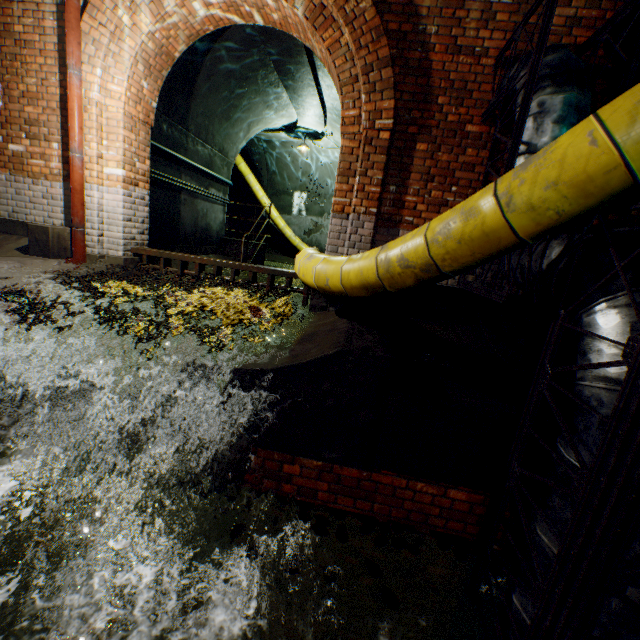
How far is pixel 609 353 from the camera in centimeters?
158cm

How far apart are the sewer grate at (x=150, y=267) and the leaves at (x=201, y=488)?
2.7m

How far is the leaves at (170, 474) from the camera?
2.8 meters

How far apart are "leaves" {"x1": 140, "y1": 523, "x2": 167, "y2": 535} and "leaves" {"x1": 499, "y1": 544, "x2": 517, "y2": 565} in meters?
2.7

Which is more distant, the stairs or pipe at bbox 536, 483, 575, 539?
the stairs

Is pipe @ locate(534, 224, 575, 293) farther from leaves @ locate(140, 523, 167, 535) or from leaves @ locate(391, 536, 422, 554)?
leaves @ locate(140, 523, 167, 535)

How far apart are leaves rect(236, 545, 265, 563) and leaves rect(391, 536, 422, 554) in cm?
22

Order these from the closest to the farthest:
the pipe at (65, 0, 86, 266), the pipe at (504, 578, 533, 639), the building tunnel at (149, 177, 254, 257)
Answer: the pipe at (504, 578, 533, 639) → the pipe at (65, 0, 86, 266) → the building tunnel at (149, 177, 254, 257)
